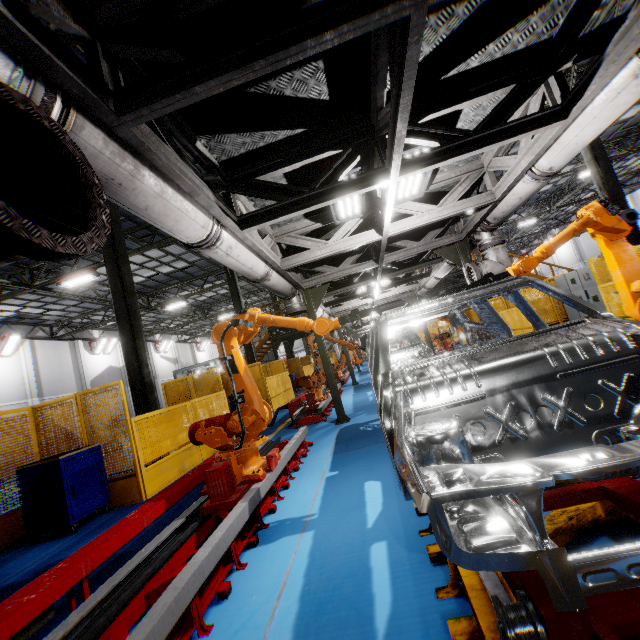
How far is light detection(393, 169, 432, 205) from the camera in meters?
4.9

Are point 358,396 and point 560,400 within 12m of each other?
yes

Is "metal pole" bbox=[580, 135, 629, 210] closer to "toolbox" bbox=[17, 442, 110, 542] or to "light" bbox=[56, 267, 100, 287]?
"toolbox" bbox=[17, 442, 110, 542]

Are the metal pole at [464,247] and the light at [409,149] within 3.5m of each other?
yes

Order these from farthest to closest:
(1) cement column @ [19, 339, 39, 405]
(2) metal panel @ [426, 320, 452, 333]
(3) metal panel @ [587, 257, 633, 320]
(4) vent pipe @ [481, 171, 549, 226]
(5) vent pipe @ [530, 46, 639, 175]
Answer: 1. (2) metal panel @ [426, 320, 452, 333]
2. (1) cement column @ [19, 339, 39, 405]
3. (3) metal panel @ [587, 257, 633, 320]
4. (4) vent pipe @ [481, 171, 549, 226]
5. (5) vent pipe @ [530, 46, 639, 175]

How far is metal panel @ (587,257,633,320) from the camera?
8.15m

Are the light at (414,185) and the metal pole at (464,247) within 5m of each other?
yes

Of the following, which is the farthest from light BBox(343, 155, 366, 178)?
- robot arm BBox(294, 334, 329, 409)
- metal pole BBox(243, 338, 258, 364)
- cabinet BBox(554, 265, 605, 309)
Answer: metal pole BBox(243, 338, 258, 364)
